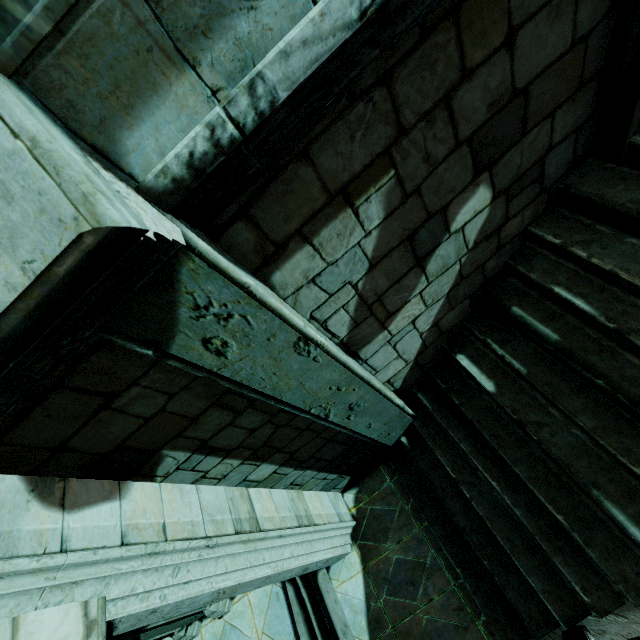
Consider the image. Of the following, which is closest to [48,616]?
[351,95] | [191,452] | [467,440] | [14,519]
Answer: [14,519]
